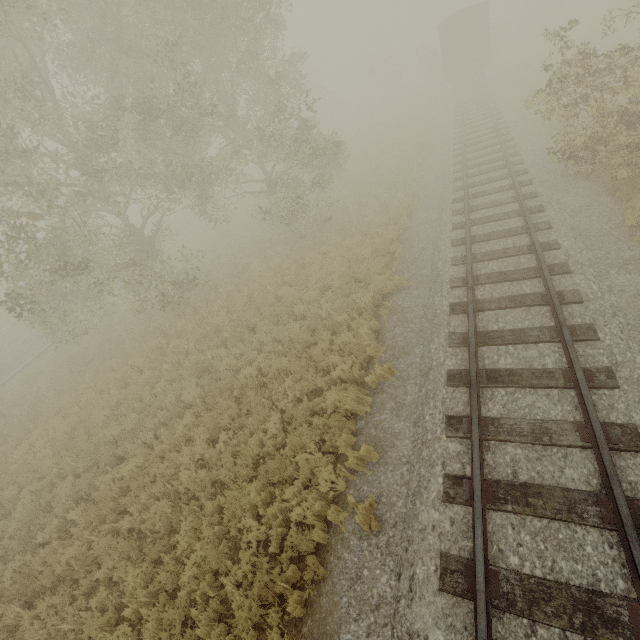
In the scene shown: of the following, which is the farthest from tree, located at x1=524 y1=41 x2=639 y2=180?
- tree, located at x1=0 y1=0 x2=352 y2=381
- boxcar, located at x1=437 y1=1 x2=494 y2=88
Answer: tree, located at x1=0 y1=0 x2=352 y2=381

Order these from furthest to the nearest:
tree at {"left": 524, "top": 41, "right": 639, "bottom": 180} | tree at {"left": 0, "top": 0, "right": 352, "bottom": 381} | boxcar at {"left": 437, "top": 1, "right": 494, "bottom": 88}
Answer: boxcar at {"left": 437, "top": 1, "right": 494, "bottom": 88}
tree at {"left": 0, "top": 0, "right": 352, "bottom": 381}
tree at {"left": 524, "top": 41, "right": 639, "bottom": 180}

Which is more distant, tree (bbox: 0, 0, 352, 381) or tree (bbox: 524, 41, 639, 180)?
tree (bbox: 0, 0, 352, 381)

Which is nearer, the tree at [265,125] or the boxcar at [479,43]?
the tree at [265,125]

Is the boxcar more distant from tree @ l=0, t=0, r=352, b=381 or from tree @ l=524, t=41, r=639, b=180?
tree @ l=0, t=0, r=352, b=381

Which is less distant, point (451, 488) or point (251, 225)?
point (451, 488)

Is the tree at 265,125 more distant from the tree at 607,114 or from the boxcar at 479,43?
the boxcar at 479,43
